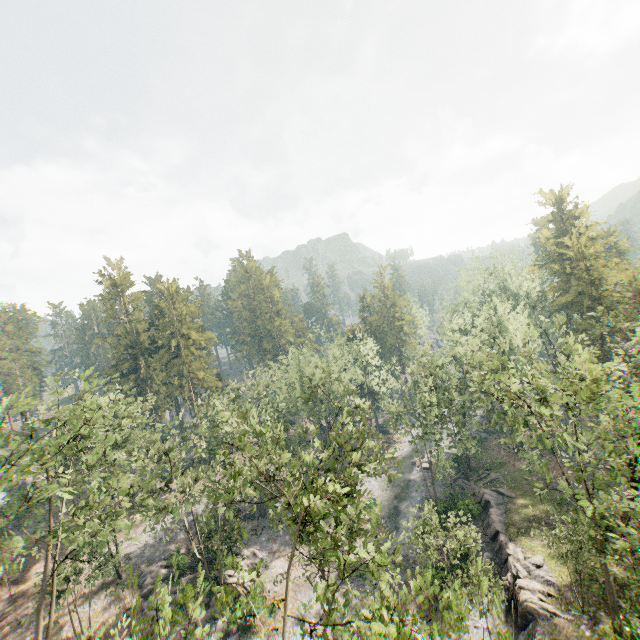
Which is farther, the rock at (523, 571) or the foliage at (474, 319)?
the rock at (523, 571)

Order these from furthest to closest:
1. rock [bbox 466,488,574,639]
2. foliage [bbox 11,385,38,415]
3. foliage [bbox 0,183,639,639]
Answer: rock [bbox 466,488,574,639] → foliage [bbox 11,385,38,415] → foliage [bbox 0,183,639,639]

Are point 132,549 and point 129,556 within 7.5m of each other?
yes

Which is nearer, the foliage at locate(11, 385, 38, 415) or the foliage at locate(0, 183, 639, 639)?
the foliage at locate(0, 183, 639, 639)

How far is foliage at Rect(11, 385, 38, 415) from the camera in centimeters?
1934cm

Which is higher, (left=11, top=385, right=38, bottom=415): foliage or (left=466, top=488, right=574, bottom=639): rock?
(left=11, top=385, right=38, bottom=415): foliage

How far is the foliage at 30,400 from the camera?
19.3 meters

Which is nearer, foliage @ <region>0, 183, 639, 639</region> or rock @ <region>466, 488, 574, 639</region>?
foliage @ <region>0, 183, 639, 639</region>
